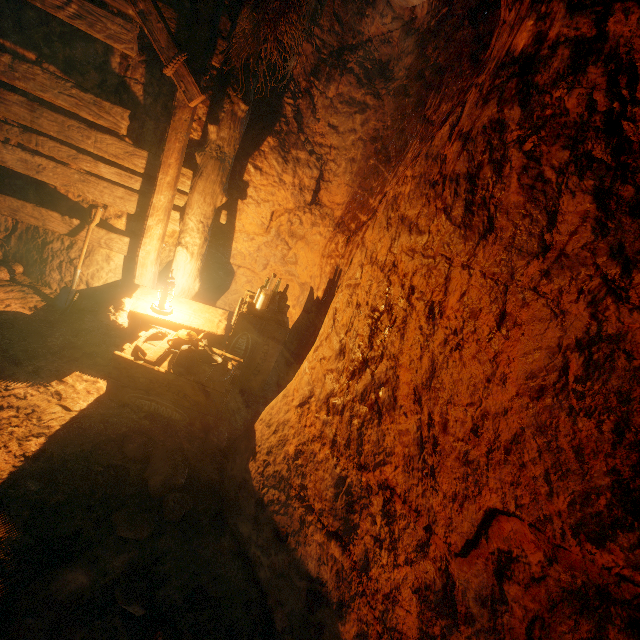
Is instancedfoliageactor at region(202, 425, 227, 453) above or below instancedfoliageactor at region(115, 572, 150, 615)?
above

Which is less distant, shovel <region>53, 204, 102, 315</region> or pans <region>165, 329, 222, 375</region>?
pans <region>165, 329, 222, 375</region>

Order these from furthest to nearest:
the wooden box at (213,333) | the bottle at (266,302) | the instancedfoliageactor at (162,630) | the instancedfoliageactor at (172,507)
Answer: the bottle at (266,302)
the wooden box at (213,333)
the instancedfoliageactor at (172,507)
the instancedfoliageactor at (162,630)

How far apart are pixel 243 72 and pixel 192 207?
1.41m

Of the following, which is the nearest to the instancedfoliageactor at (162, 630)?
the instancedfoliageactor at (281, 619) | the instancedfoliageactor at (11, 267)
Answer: the instancedfoliageactor at (281, 619)

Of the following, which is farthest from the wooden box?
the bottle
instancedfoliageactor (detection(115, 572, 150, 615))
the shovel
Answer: instancedfoliageactor (detection(115, 572, 150, 615))

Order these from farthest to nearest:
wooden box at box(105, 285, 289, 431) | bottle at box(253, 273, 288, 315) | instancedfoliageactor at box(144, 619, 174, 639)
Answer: bottle at box(253, 273, 288, 315) < wooden box at box(105, 285, 289, 431) < instancedfoliageactor at box(144, 619, 174, 639)

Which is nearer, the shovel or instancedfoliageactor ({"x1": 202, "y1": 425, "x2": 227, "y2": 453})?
instancedfoliageactor ({"x1": 202, "y1": 425, "x2": 227, "y2": 453})
